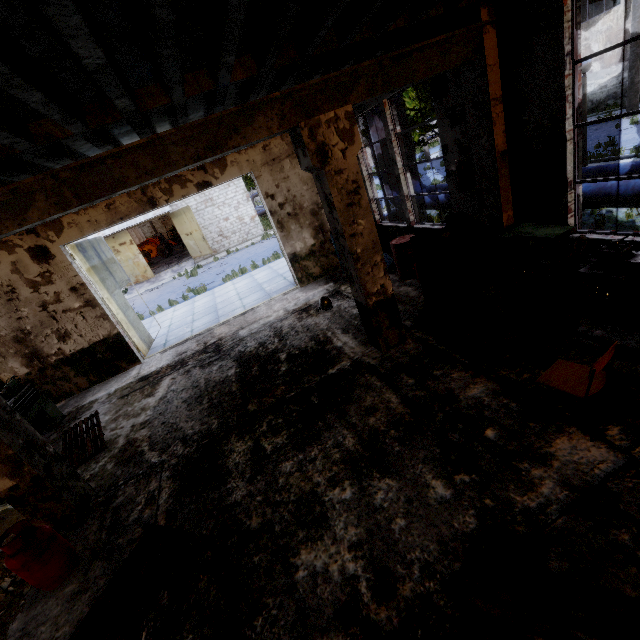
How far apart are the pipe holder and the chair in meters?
11.6 m

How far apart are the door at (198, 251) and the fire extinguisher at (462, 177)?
21.9 meters

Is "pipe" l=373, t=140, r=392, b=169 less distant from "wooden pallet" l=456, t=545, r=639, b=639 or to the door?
"wooden pallet" l=456, t=545, r=639, b=639

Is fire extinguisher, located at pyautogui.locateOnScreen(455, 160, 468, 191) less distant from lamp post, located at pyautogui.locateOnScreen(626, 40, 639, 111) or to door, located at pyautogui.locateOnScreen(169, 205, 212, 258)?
lamp post, located at pyautogui.locateOnScreen(626, 40, 639, 111)

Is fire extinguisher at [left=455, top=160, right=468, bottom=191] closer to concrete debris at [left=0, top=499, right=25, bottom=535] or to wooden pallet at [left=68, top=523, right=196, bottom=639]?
wooden pallet at [left=68, top=523, right=196, bottom=639]

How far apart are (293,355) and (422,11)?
5.8m

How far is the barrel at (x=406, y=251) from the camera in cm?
807

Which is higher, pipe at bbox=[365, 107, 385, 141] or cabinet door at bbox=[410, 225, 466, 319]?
pipe at bbox=[365, 107, 385, 141]
